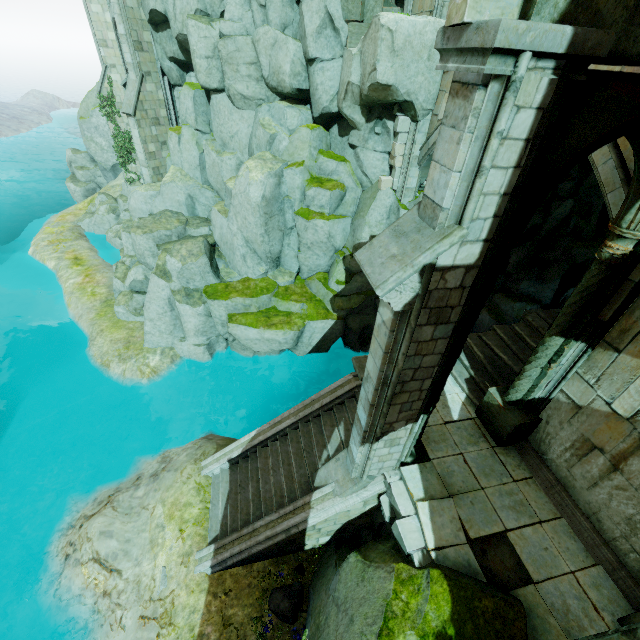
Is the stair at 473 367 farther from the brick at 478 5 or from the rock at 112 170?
the rock at 112 170

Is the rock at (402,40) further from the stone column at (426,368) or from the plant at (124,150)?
the stone column at (426,368)

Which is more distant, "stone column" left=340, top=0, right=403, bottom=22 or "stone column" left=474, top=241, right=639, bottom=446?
"stone column" left=340, top=0, right=403, bottom=22

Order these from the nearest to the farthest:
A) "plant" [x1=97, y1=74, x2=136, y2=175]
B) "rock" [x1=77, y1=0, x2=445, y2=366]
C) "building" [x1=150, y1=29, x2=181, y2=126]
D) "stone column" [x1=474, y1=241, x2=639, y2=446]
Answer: "stone column" [x1=474, y1=241, x2=639, y2=446] → "rock" [x1=77, y1=0, x2=445, y2=366] → "building" [x1=150, y1=29, x2=181, y2=126] → "plant" [x1=97, y1=74, x2=136, y2=175]

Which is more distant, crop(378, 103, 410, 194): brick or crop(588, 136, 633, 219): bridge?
crop(378, 103, 410, 194): brick

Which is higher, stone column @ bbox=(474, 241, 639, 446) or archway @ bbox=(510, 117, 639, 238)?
archway @ bbox=(510, 117, 639, 238)

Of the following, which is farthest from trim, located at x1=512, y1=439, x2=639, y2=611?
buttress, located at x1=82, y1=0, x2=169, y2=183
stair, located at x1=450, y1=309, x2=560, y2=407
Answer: buttress, located at x1=82, y1=0, x2=169, y2=183

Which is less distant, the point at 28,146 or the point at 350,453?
the point at 350,453
